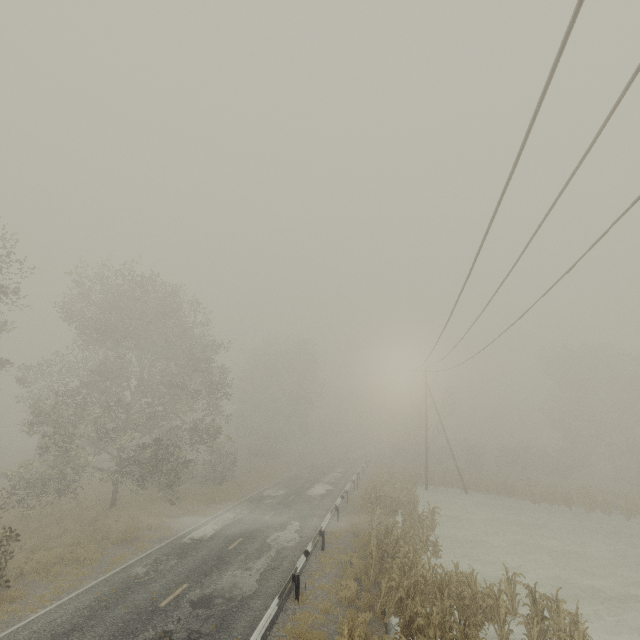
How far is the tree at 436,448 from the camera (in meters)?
38.60

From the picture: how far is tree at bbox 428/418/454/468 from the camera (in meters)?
38.60

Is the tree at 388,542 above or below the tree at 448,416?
below

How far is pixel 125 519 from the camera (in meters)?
19.34

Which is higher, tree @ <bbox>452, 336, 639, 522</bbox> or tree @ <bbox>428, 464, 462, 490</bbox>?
tree @ <bbox>452, 336, 639, 522</bbox>

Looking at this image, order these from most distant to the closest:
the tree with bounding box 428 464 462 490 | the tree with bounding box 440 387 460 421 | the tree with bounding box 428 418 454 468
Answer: the tree with bounding box 440 387 460 421, the tree with bounding box 428 418 454 468, the tree with bounding box 428 464 462 490
